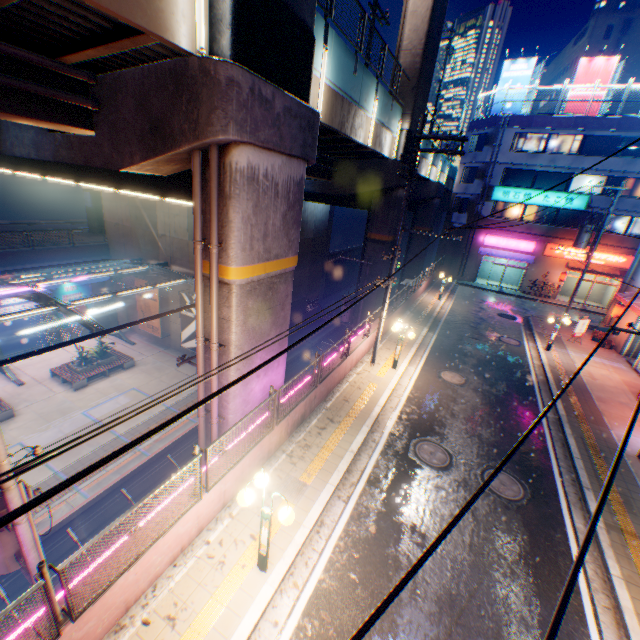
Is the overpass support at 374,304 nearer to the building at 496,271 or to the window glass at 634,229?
A: the building at 496,271

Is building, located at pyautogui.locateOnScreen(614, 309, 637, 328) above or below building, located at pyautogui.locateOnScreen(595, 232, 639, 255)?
below

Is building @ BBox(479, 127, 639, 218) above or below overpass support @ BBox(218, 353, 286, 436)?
above

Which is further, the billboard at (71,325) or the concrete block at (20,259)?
the billboard at (71,325)

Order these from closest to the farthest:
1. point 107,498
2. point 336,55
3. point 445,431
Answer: point 336,55
point 445,431
point 107,498

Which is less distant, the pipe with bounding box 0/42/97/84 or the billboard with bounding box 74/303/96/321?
the pipe with bounding box 0/42/97/84

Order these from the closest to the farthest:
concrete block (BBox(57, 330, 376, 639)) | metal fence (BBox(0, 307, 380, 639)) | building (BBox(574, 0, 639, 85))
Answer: metal fence (BBox(0, 307, 380, 639)) → concrete block (BBox(57, 330, 376, 639)) → building (BBox(574, 0, 639, 85))

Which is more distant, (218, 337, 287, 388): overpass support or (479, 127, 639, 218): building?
(479, 127, 639, 218): building
